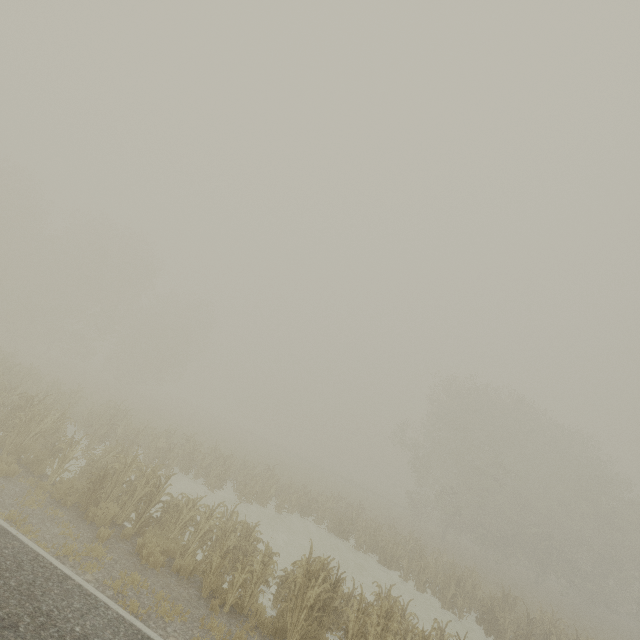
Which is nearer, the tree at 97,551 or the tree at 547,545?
the tree at 97,551

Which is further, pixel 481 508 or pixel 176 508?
pixel 481 508

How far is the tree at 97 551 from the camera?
7.3m

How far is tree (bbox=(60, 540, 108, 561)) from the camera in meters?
7.3

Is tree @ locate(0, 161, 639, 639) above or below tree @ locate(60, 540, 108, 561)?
above

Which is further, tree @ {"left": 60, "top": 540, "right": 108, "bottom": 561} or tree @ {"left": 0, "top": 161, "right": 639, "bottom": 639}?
tree @ {"left": 0, "top": 161, "right": 639, "bottom": 639}
